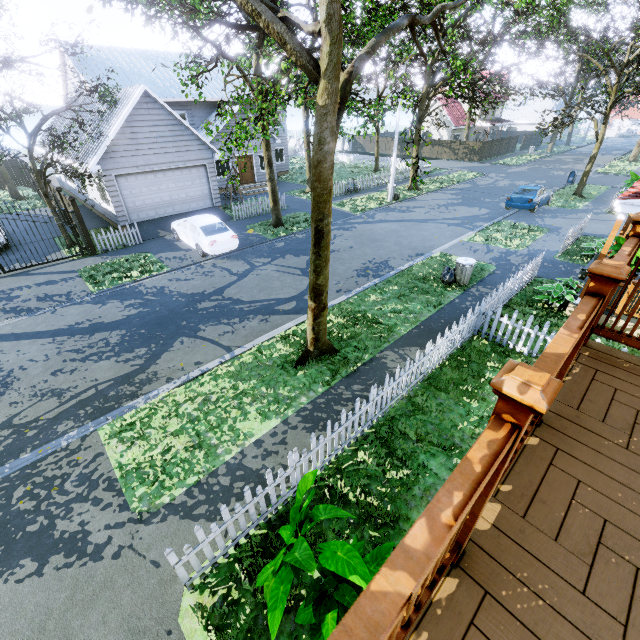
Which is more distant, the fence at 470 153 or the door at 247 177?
the fence at 470 153

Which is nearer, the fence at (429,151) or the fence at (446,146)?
the fence at (446,146)

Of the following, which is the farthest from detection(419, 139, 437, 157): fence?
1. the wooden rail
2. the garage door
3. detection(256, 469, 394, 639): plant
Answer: the wooden rail

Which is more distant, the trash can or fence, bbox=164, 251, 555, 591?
the trash can

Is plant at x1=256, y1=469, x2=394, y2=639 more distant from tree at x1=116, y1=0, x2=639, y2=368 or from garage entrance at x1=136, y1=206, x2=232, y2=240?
garage entrance at x1=136, y1=206, x2=232, y2=240

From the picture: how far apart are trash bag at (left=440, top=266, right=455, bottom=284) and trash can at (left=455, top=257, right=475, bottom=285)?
A: 0.01m

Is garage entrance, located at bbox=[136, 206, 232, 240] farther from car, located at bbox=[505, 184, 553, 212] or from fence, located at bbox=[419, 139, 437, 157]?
car, located at bbox=[505, 184, 553, 212]

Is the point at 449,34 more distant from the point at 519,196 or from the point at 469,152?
the point at 469,152
